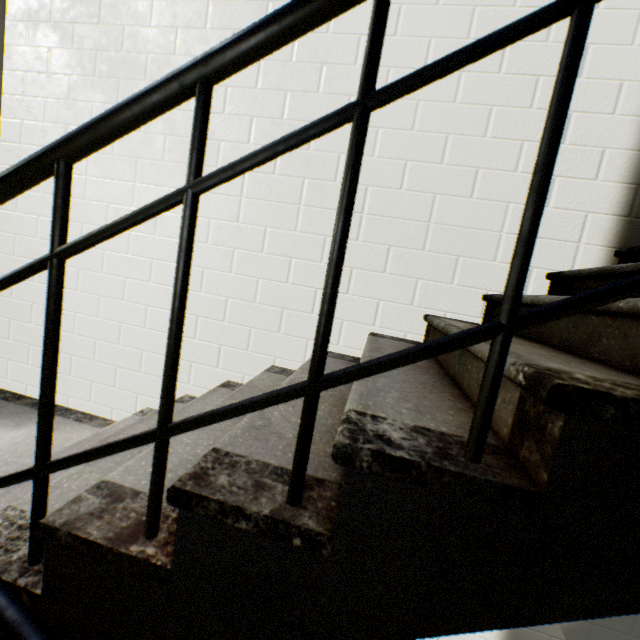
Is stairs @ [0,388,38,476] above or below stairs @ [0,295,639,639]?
below

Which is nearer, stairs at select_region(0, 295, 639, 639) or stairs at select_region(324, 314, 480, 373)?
stairs at select_region(0, 295, 639, 639)

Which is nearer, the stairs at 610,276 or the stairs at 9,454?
the stairs at 610,276

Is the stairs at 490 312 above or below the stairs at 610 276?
below

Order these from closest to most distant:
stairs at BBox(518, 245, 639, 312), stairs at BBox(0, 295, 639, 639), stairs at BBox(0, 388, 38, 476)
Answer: stairs at BBox(0, 295, 639, 639)
stairs at BBox(518, 245, 639, 312)
stairs at BBox(0, 388, 38, 476)

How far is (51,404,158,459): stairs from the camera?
1.66m

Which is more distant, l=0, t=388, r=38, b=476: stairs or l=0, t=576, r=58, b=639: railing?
l=0, t=388, r=38, b=476: stairs

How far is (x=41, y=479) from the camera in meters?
0.7 m
